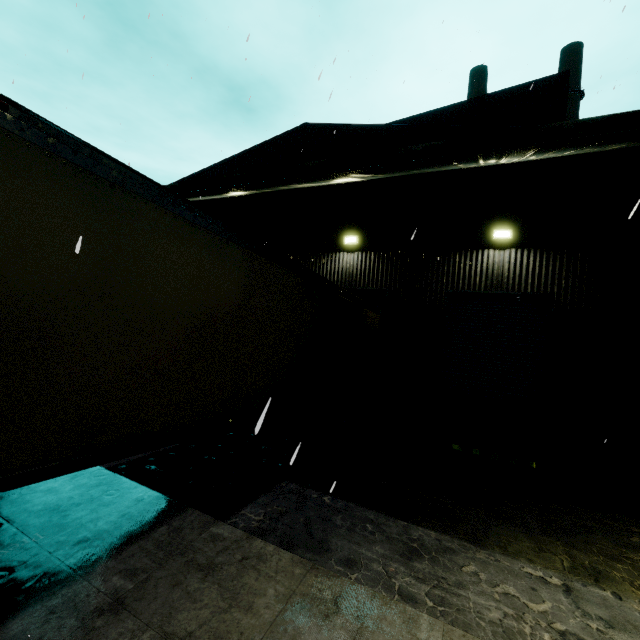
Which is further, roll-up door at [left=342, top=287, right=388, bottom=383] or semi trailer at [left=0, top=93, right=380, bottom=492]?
roll-up door at [left=342, top=287, right=388, bottom=383]

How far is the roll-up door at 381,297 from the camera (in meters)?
11.60

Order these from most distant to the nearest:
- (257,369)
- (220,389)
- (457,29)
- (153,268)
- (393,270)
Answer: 1. (393,270)
2. (457,29)
3. (257,369)
4. (220,389)
5. (153,268)

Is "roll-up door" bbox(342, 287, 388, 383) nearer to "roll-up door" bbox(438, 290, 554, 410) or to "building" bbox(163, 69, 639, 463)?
"building" bbox(163, 69, 639, 463)

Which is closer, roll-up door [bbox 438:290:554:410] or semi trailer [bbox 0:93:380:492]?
semi trailer [bbox 0:93:380:492]

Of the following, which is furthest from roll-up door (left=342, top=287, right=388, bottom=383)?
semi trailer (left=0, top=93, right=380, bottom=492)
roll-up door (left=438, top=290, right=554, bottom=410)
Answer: roll-up door (left=438, top=290, right=554, bottom=410)

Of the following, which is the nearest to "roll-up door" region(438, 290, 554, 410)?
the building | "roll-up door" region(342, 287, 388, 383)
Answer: the building

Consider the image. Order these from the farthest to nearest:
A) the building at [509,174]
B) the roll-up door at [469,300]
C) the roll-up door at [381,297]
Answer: the roll-up door at [381,297], the roll-up door at [469,300], the building at [509,174]
